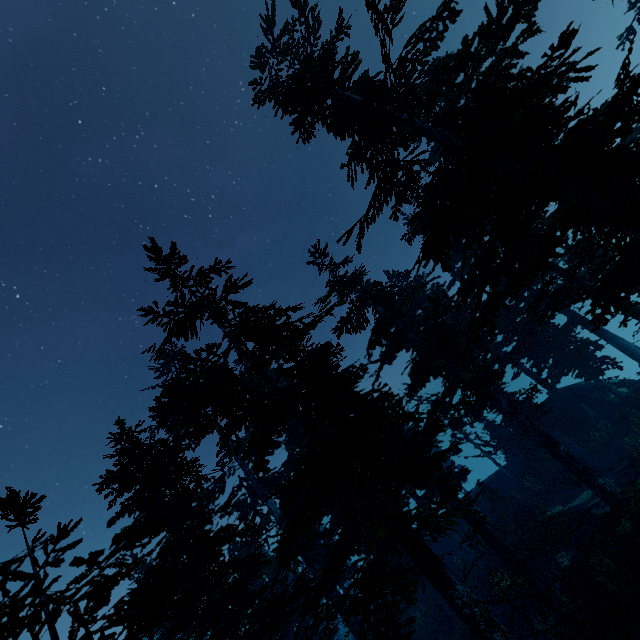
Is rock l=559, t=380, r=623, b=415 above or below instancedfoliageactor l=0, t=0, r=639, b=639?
below

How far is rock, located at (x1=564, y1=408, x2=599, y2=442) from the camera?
24.0 meters

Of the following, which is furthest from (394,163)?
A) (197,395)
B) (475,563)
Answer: (475,563)

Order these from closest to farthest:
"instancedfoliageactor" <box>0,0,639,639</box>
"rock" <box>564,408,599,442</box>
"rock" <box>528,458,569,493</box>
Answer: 1. "instancedfoliageactor" <box>0,0,639,639</box>
2. "rock" <box>528,458,569,493</box>
3. "rock" <box>564,408,599,442</box>

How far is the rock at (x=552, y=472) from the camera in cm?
2272

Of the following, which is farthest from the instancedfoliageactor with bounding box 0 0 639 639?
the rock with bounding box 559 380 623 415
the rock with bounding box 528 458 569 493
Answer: the rock with bounding box 528 458 569 493

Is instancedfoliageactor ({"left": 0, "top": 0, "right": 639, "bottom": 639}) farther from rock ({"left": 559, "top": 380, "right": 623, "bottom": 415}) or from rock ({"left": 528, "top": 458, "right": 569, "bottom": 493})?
rock ({"left": 528, "top": 458, "right": 569, "bottom": 493})

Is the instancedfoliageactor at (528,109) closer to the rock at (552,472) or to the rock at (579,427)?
the rock at (579,427)
